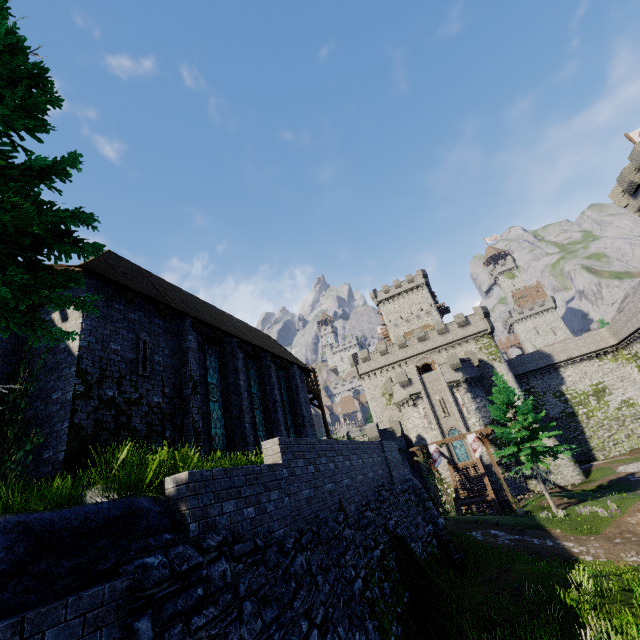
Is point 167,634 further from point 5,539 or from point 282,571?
point 282,571

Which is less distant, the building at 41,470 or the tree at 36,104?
the tree at 36,104

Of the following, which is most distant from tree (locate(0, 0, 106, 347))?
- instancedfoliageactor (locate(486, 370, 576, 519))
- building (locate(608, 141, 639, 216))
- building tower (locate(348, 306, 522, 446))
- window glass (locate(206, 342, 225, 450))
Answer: building tower (locate(348, 306, 522, 446))

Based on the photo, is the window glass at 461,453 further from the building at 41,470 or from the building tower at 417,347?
the building at 41,470

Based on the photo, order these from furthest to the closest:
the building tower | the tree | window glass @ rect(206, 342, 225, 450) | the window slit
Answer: the building tower
window glass @ rect(206, 342, 225, 450)
the window slit
the tree

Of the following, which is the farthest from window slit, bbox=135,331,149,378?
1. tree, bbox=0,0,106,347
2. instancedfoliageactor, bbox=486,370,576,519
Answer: instancedfoliageactor, bbox=486,370,576,519

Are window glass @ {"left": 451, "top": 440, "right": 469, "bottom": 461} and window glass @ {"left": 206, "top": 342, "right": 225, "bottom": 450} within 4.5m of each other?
no

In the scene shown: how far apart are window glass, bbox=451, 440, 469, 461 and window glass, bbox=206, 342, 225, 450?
34.6 meters
